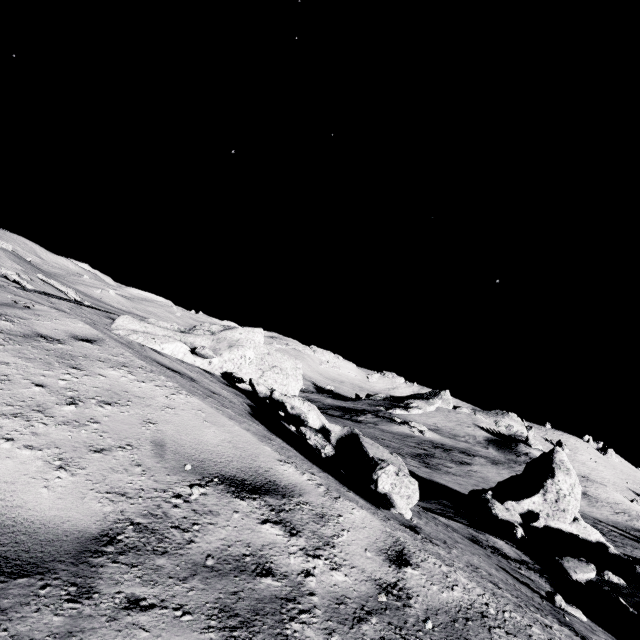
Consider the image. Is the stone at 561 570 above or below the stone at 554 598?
below

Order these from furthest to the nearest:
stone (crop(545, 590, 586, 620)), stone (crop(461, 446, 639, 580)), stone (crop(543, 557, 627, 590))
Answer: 1. stone (crop(461, 446, 639, 580))
2. stone (crop(543, 557, 627, 590))
3. stone (crop(545, 590, 586, 620))

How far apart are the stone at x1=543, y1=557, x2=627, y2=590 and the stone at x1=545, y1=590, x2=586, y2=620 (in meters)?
5.16

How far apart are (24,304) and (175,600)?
4.7 meters

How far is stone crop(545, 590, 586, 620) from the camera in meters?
4.7 m

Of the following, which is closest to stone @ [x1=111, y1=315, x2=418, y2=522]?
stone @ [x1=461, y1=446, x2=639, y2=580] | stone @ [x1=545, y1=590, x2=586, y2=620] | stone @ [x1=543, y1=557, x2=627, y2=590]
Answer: stone @ [x1=545, y1=590, x2=586, y2=620]

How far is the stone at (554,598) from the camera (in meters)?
4.74

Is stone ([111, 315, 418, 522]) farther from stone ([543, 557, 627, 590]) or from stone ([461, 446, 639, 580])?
stone ([461, 446, 639, 580])
